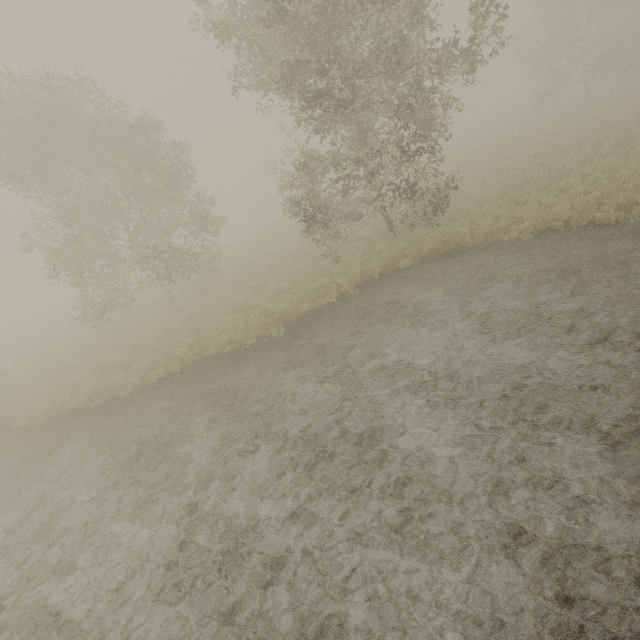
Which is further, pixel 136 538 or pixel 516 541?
pixel 136 538
